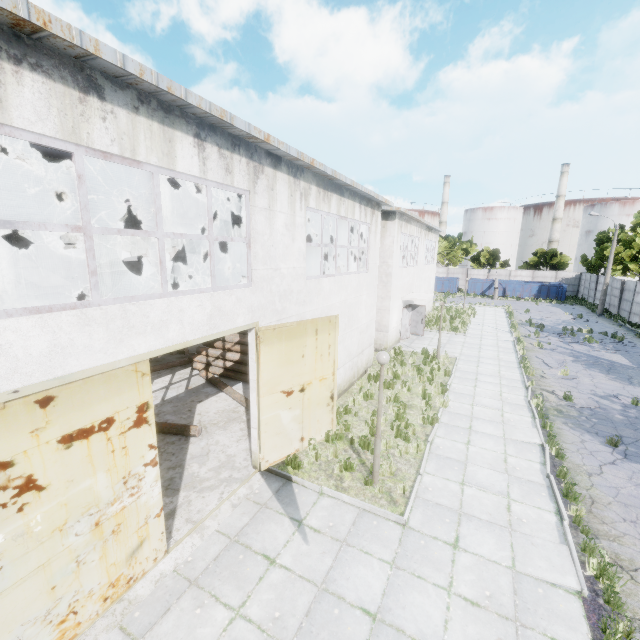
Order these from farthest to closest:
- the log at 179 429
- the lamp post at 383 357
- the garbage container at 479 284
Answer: the garbage container at 479 284 < the log at 179 429 < the lamp post at 383 357

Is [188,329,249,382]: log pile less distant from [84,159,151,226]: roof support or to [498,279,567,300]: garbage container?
[84,159,151,226]: roof support

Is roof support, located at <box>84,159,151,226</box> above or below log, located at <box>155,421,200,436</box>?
above

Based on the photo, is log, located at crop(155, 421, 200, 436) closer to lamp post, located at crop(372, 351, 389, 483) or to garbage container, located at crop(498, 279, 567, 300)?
lamp post, located at crop(372, 351, 389, 483)

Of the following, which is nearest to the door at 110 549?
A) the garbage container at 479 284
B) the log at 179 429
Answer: the log at 179 429

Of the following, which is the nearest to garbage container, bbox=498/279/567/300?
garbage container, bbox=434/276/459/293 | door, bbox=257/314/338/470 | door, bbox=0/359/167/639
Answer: garbage container, bbox=434/276/459/293

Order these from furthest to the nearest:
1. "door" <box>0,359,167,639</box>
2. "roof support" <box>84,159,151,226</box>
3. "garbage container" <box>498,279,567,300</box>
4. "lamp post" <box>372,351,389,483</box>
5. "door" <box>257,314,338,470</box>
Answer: "garbage container" <box>498,279,567,300</box> < "roof support" <box>84,159,151,226</box> < "door" <box>257,314,338,470</box> < "lamp post" <box>372,351,389,483</box> < "door" <box>0,359,167,639</box>

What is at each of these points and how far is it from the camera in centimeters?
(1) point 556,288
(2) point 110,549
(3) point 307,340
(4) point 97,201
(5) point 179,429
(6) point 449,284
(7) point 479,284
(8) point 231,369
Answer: (1) garbage container, 4216cm
(2) door, 500cm
(3) door, 868cm
(4) roof support, 1170cm
(5) log, 978cm
(6) garbage container, 4822cm
(7) garbage container, 4628cm
(8) log pile, 1429cm
